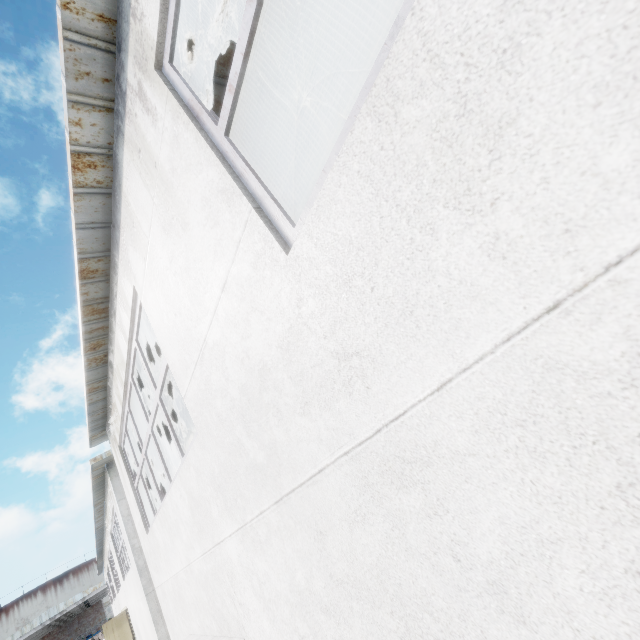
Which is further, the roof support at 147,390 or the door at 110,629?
the door at 110,629

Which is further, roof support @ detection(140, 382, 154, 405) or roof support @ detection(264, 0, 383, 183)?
roof support @ detection(140, 382, 154, 405)

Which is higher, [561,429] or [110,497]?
[110,497]

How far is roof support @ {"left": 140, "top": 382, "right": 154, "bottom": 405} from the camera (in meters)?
7.82

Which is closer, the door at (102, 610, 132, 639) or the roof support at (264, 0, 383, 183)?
the roof support at (264, 0, 383, 183)

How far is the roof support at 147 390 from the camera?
7.8 meters

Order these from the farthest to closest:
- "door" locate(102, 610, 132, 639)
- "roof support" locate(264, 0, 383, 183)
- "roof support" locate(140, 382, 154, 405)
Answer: "door" locate(102, 610, 132, 639)
"roof support" locate(140, 382, 154, 405)
"roof support" locate(264, 0, 383, 183)
